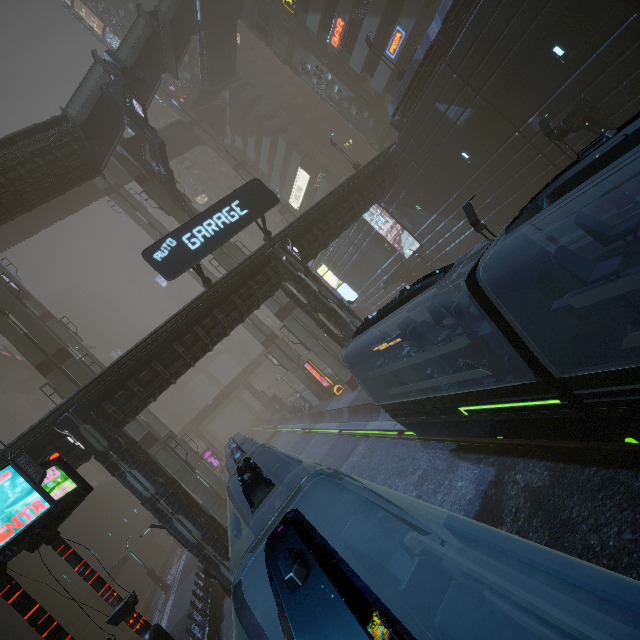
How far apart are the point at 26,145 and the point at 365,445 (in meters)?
30.73

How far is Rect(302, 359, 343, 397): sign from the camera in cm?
3288

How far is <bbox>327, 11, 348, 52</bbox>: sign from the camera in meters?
30.0 m

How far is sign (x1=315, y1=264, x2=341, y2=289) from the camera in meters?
20.8

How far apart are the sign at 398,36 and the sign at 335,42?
4.4 meters

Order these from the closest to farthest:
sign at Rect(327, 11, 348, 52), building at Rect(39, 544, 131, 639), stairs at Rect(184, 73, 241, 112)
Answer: building at Rect(39, 544, 131, 639)
sign at Rect(327, 11, 348, 52)
stairs at Rect(184, 73, 241, 112)

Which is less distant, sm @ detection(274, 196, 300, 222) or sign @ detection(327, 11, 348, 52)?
sign @ detection(327, 11, 348, 52)

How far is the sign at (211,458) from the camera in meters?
48.7
